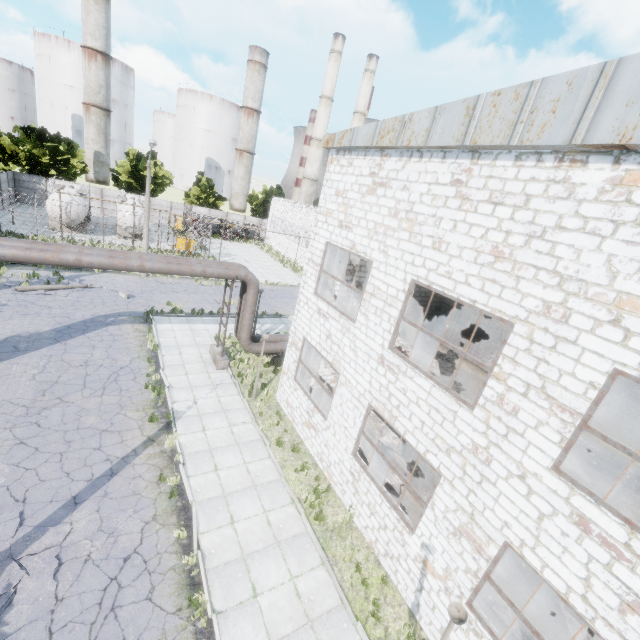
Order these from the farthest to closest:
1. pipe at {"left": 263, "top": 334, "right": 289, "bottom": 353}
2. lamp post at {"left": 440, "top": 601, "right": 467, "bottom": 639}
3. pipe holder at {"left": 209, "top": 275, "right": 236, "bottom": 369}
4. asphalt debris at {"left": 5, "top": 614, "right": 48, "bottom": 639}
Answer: pipe at {"left": 263, "top": 334, "right": 289, "bottom": 353}, pipe holder at {"left": 209, "top": 275, "right": 236, "bottom": 369}, asphalt debris at {"left": 5, "top": 614, "right": 48, "bottom": 639}, lamp post at {"left": 440, "top": 601, "right": 467, "bottom": 639}

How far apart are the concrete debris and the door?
4.17m

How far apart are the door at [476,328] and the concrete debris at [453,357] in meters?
4.2

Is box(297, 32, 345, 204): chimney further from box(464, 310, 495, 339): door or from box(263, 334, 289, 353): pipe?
box(464, 310, 495, 339): door

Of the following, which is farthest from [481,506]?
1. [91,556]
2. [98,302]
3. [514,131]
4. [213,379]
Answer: [98,302]

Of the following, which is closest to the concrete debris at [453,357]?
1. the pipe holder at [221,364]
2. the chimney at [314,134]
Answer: the pipe holder at [221,364]

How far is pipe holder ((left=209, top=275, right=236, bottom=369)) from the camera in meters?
15.7 m

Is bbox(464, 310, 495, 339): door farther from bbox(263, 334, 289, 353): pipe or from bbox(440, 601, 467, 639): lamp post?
bbox(440, 601, 467, 639): lamp post
